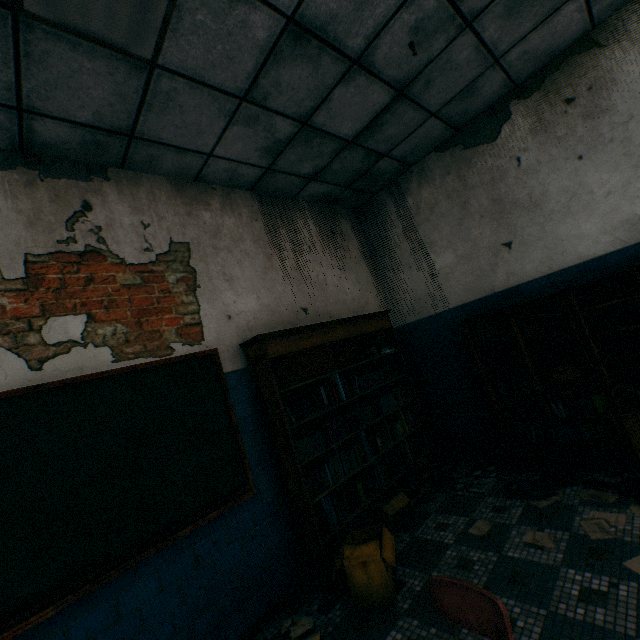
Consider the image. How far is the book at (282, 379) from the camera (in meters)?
2.99

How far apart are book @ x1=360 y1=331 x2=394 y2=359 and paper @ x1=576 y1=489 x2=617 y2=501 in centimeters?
221cm

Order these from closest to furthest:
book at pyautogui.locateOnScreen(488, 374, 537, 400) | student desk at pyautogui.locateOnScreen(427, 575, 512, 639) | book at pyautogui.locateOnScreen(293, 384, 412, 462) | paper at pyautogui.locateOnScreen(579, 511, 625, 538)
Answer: student desk at pyautogui.locateOnScreen(427, 575, 512, 639), paper at pyautogui.locateOnScreen(579, 511, 625, 538), book at pyautogui.locateOnScreen(293, 384, 412, 462), book at pyautogui.locateOnScreen(488, 374, 537, 400)

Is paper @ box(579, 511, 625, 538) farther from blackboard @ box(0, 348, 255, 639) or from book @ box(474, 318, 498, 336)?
blackboard @ box(0, 348, 255, 639)

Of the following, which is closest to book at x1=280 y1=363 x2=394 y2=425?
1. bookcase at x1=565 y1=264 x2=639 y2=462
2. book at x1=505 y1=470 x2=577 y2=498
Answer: bookcase at x1=565 y1=264 x2=639 y2=462

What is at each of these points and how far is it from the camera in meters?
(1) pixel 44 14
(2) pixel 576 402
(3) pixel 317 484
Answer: (1) lamp, 1.7
(2) book, 3.2
(3) book, 2.8

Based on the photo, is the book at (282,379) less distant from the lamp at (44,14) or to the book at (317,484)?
the book at (317,484)

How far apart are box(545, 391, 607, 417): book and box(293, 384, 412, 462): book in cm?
98
